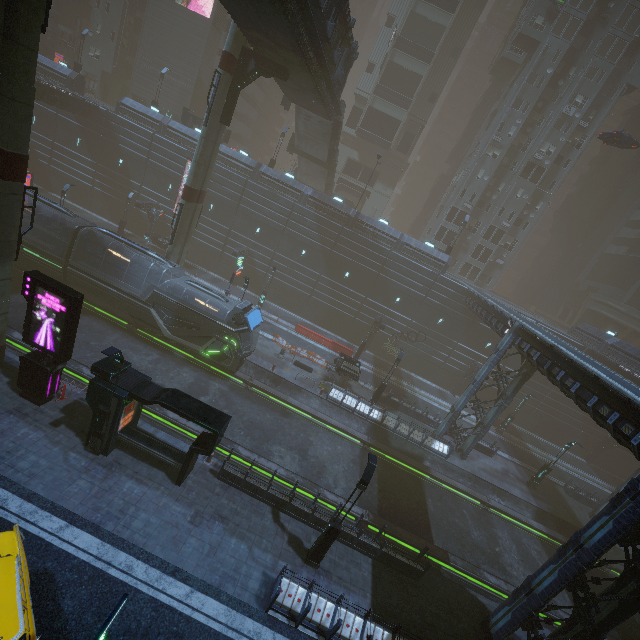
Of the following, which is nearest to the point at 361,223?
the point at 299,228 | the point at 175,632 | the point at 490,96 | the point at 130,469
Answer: the point at 299,228

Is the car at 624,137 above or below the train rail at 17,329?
above

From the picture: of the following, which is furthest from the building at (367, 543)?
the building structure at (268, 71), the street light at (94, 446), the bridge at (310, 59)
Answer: the building structure at (268, 71)

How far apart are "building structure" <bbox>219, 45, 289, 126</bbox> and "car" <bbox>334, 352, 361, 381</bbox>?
20.2m

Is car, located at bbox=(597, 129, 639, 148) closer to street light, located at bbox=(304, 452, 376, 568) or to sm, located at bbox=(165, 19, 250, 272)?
sm, located at bbox=(165, 19, 250, 272)

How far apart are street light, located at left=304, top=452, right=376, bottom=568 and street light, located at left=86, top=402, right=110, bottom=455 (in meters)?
10.02

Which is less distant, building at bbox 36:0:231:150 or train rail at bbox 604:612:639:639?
train rail at bbox 604:612:639:639

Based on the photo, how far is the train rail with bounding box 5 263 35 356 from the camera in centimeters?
1810cm
